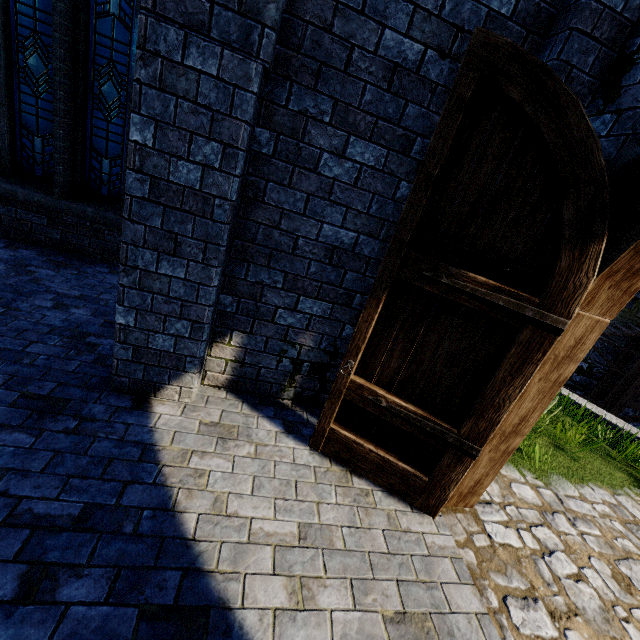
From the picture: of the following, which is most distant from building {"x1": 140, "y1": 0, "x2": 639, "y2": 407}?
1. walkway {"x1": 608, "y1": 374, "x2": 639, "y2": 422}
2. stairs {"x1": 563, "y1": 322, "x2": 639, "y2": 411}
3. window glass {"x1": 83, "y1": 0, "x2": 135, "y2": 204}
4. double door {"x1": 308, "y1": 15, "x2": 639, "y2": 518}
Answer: walkway {"x1": 608, "y1": 374, "x2": 639, "y2": 422}

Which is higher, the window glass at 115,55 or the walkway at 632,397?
the window glass at 115,55

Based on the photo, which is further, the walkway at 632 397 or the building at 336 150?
the walkway at 632 397

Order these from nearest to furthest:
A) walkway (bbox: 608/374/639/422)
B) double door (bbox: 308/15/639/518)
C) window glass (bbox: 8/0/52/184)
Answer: double door (bbox: 308/15/639/518), window glass (bbox: 8/0/52/184), walkway (bbox: 608/374/639/422)

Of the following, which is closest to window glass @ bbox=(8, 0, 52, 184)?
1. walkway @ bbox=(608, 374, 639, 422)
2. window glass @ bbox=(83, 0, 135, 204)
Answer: window glass @ bbox=(83, 0, 135, 204)

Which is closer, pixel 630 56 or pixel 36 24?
pixel 630 56

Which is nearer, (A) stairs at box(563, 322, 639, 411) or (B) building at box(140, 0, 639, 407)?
(B) building at box(140, 0, 639, 407)
